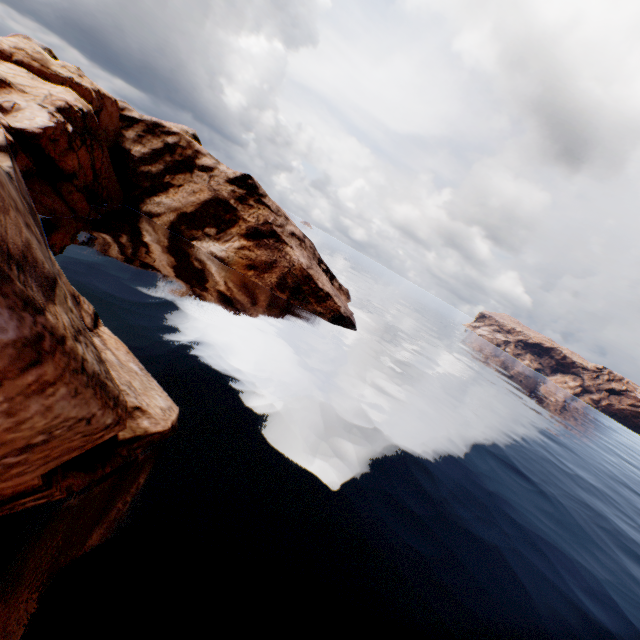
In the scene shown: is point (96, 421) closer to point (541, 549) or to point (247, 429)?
point (247, 429)
